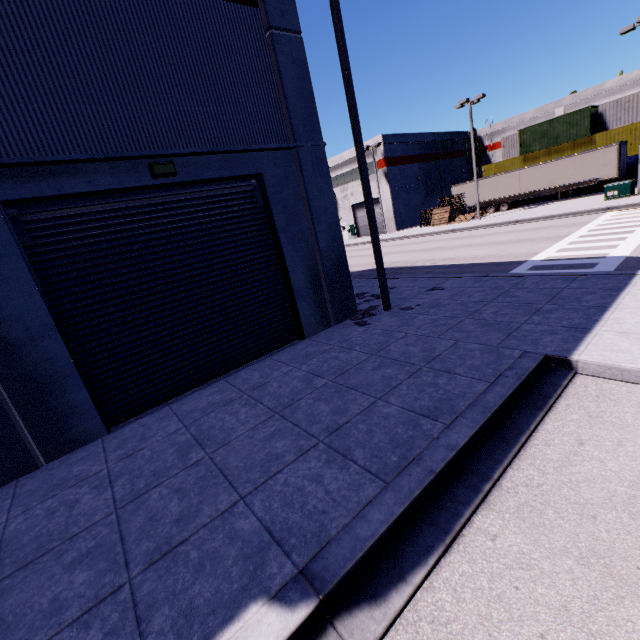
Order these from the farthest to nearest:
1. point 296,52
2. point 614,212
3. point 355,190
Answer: point 355,190, point 614,212, point 296,52

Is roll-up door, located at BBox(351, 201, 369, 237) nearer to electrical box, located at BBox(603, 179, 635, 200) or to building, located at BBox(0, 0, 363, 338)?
building, located at BBox(0, 0, 363, 338)

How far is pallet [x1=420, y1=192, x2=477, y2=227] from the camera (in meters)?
31.63

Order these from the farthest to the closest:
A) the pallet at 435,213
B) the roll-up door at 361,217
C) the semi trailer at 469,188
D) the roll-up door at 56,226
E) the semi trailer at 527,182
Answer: the roll-up door at 361,217
the semi trailer at 469,188
the pallet at 435,213
the semi trailer at 527,182
the roll-up door at 56,226

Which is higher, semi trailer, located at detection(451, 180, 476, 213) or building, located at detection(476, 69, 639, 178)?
building, located at detection(476, 69, 639, 178)

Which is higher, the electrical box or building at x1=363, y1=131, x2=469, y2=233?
building at x1=363, y1=131, x2=469, y2=233

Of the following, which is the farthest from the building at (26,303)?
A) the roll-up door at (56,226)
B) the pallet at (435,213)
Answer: the pallet at (435,213)

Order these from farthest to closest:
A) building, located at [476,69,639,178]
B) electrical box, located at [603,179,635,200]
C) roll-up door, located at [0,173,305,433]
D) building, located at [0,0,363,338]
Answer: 1. building, located at [476,69,639,178]
2. electrical box, located at [603,179,635,200]
3. roll-up door, located at [0,173,305,433]
4. building, located at [0,0,363,338]
